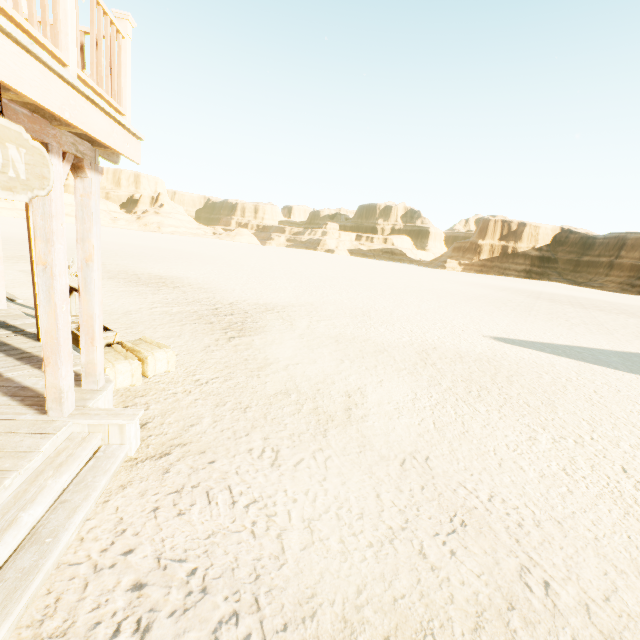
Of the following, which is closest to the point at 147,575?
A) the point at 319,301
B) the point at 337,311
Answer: the point at 337,311

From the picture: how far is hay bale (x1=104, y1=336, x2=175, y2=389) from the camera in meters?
4.8 m

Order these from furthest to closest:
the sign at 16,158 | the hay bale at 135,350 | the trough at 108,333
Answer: the trough at 108,333
the hay bale at 135,350
the sign at 16,158

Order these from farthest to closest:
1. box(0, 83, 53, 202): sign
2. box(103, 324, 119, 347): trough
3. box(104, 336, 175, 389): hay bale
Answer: box(103, 324, 119, 347): trough
box(104, 336, 175, 389): hay bale
box(0, 83, 53, 202): sign

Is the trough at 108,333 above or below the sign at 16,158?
below

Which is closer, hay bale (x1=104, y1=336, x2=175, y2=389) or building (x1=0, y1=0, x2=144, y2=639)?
building (x1=0, y1=0, x2=144, y2=639)

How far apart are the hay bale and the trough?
0.2m

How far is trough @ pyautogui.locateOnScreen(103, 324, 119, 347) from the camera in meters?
5.8 m
